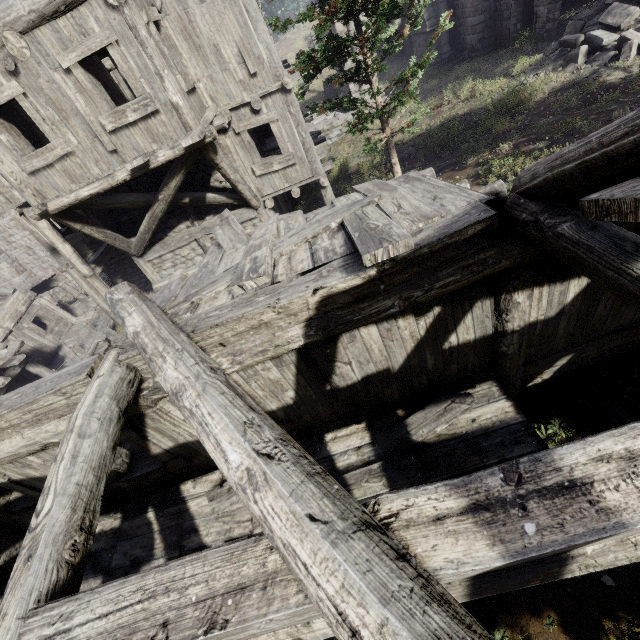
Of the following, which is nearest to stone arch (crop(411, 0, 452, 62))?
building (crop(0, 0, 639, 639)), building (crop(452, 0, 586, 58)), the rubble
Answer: building (crop(452, 0, 586, 58))

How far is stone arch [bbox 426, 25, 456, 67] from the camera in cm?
2032

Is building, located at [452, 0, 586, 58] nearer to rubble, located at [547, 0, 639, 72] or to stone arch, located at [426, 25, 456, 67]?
stone arch, located at [426, 25, 456, 67]

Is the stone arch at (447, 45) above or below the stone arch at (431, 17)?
below

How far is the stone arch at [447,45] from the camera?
20.32m

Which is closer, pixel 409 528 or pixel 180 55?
pixel 409 528

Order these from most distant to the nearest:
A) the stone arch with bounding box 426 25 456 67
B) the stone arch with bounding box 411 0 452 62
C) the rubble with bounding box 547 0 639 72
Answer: the stone arch with bounding box 426 25 456 67, the stone arch with bounding box 411 0 452 62, the rubble with bounding box 547 0 639 72
